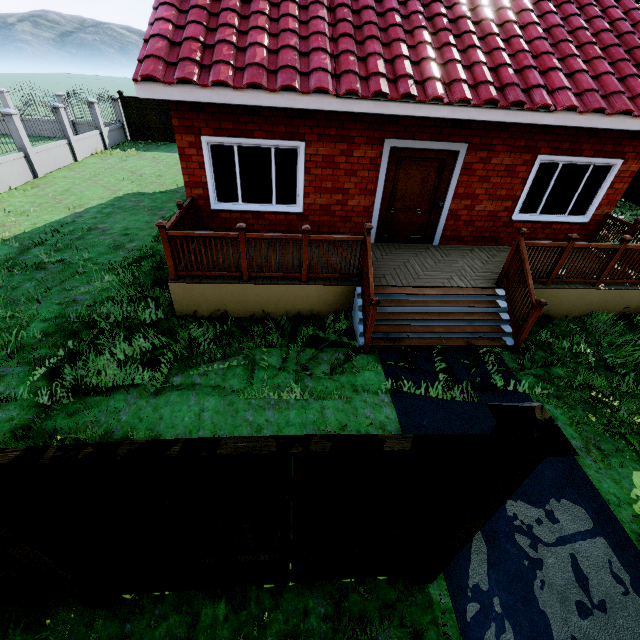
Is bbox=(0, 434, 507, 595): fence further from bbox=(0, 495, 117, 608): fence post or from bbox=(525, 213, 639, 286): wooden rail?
bbox=(525, 213, 639, 286): wooden rail

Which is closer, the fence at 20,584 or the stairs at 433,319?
the fence at 20,584

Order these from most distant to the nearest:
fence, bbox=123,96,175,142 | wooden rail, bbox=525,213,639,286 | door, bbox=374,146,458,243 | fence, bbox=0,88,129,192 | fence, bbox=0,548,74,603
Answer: fence, bbox=123,96,175,142
fence, bbox=0,88,129,192
door, bbox=374,146,458,243
wooden rail, bbox=525,213,639,286
fence, bbox=0,548,74,603

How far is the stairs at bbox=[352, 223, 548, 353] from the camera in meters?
5.6

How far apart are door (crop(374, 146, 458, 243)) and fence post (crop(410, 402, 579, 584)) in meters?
6.2

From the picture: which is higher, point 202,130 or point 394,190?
point 202,130

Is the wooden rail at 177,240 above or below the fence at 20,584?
above

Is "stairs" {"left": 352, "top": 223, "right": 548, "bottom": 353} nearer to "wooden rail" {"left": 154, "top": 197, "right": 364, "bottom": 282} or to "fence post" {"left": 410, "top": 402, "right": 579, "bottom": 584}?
"wooden rail" {"left": 154, "top": 197, "right": 364, "bottom": 282}
